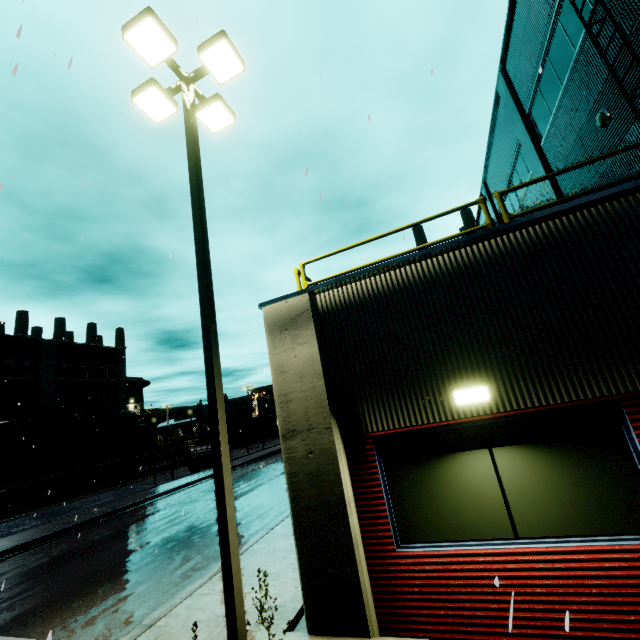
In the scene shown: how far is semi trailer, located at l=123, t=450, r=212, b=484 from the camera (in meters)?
23.62

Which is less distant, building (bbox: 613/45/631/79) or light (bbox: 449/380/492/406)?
light (bbox: 449/380/492/406)

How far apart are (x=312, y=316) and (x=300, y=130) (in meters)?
3.43

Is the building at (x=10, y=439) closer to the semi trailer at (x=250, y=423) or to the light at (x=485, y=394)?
the semi trailer at (x=250, y=423)

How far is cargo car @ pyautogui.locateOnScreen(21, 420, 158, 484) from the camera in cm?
2644

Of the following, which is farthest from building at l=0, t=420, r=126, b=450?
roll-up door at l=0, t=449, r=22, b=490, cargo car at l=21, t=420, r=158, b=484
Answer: cargo car at l=21, t=420, r=158, b=484
